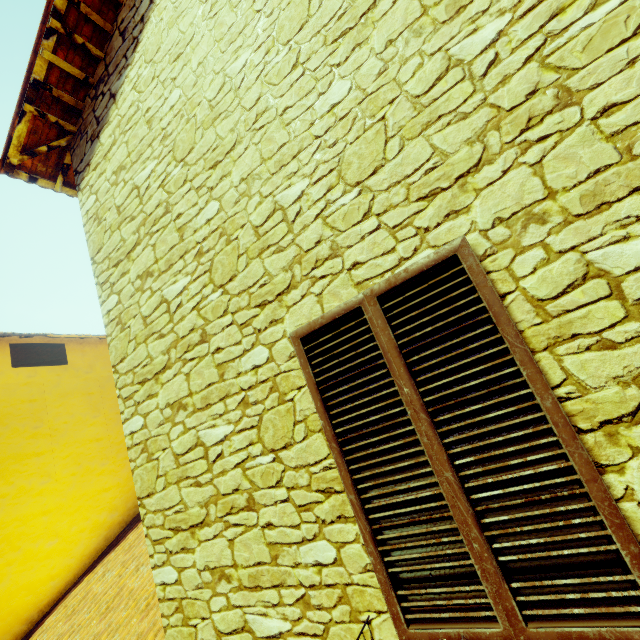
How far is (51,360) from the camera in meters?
12.8
